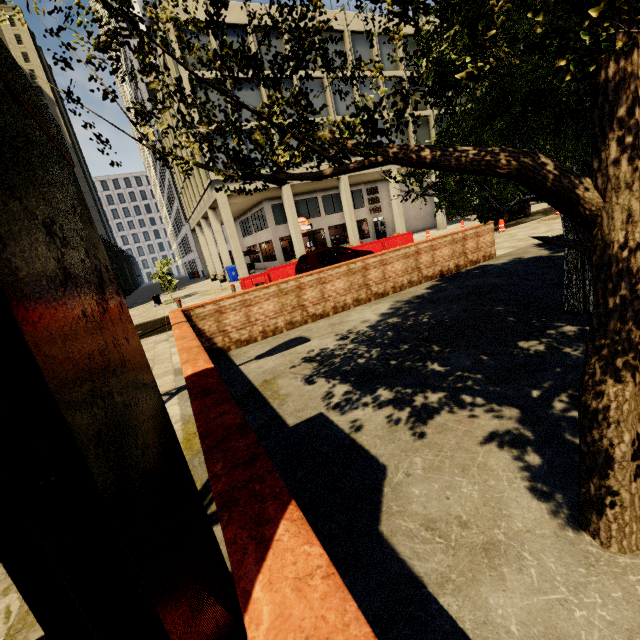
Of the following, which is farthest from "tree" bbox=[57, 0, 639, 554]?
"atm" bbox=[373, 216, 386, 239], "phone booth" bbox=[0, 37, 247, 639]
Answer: "atm" bbox=[373, 216, 386, 239]

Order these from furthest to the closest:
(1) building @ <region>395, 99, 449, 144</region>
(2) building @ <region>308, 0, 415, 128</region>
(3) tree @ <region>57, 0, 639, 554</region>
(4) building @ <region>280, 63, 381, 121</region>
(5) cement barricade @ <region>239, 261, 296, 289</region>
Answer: (1) building @ <region>395, 99, 449, 144</region>
(2) building @ <region>308, 0, 415, 128</region>
(4) building @ <region>280, 63, 381, 121</region>
(5) cement barricade @ <region>239, 261, 296, 289</region>
(3) tree @ <region>57, 0, 639, 554</region>

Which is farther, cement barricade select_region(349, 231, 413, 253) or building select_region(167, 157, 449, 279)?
building select_region(167, 157, 449, 279)

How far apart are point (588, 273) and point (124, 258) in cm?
6731

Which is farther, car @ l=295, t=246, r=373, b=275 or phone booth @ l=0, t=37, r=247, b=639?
car @ l=295, t=246, r=373, b=275

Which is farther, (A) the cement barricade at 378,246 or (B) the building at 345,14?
(B) the building at 345,14

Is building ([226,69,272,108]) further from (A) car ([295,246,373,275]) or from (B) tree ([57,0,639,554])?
(A) car ([295,246,373,275])

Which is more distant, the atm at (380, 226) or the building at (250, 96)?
the atm at (380, 226)
